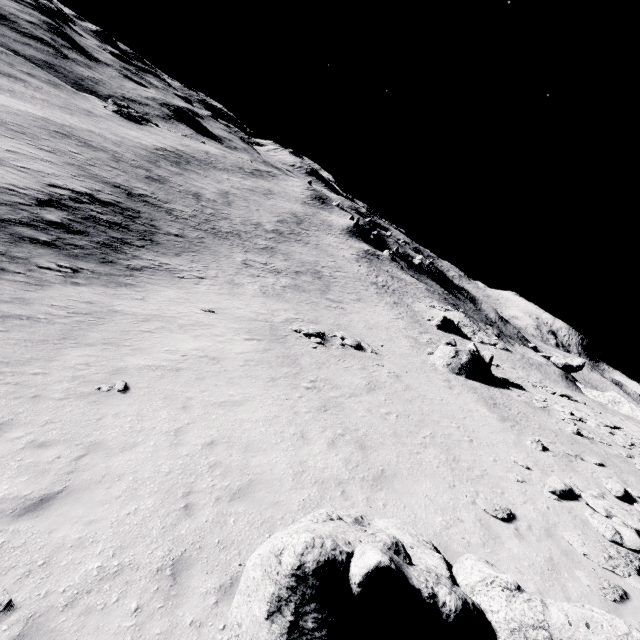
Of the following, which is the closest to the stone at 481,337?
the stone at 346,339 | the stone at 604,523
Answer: the stone at 346,339

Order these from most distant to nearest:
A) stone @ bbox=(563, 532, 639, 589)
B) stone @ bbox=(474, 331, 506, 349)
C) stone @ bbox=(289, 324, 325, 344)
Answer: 1. stone @ bbox=(474, 331, 506, 349)
2. stone @ bbox=(289, 324, 325, 344)
3. stone @ bbox=(563, 532, 639, 589)

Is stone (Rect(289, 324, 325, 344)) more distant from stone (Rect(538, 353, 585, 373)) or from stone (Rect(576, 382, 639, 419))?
stone (Rect(538, 353, 585, 373))

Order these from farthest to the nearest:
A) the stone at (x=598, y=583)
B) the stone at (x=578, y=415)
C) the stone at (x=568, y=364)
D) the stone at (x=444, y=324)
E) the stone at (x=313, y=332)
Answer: the stone at (x=568, y=364), the stone at (x=444, y=324), the stone at (x=313, y=332), the stone at (x=578, y=415), the stone at (x=598, y=583)

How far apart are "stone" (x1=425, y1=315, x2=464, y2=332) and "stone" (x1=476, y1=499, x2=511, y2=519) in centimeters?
3874cm

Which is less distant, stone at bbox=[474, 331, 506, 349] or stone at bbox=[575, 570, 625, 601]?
stone at bbox=[575, 570, 625, 601]

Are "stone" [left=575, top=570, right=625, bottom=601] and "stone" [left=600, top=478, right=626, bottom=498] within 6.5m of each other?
yes

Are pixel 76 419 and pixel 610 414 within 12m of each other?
no
